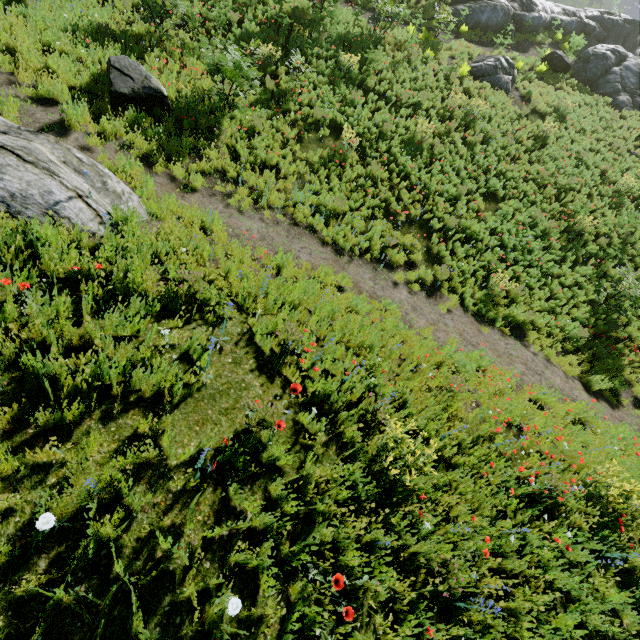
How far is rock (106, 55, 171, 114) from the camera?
7.78m

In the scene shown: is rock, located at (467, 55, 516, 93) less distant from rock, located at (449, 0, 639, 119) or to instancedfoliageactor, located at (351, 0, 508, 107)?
instancedfoliageactor, located at (351, 0, 508, 107)

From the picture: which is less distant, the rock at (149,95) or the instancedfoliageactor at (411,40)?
the rock at (149,95)

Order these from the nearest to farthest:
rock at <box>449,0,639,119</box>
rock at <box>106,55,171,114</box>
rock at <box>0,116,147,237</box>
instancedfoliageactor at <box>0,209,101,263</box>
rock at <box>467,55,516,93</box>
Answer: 1. instancedfoliageactor at <box>0,209,101,263</box>
2. rock at <box>0,116,147,237</box>
3. rock at <box>106,55,171,114</box>
4. rock at <box>467,55,516,93</box>
5. rock at <box>449,0,639,119</box>

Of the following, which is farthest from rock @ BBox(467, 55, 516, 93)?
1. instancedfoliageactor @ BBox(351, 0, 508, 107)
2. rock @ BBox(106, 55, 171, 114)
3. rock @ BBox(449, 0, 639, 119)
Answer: rock @ BBox(449, 0, 639, 119)

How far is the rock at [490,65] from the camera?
16.4m

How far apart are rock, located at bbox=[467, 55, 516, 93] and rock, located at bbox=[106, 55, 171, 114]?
15.42m

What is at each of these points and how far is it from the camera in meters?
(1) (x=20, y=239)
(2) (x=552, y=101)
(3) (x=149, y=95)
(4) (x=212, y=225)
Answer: (1) instancedfoliageactor, 3.5
(2) instancedfoliageactor, 17.9
(3) rock, 8.1
(4) instancedfoliageactor, 6.9
